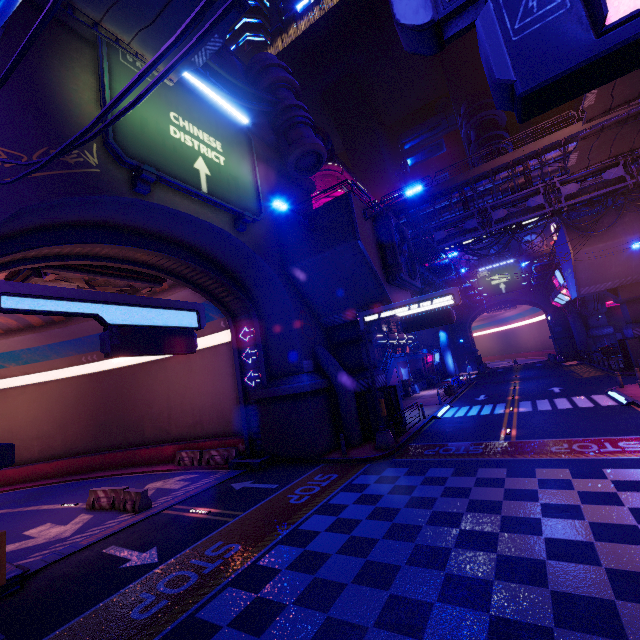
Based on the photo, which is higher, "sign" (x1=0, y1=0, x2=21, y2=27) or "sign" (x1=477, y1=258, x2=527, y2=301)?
"sign" (x1=477, y1=258, x2=527, y2=301)

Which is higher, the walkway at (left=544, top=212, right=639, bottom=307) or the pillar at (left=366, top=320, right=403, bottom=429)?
the walkway at (left=544, top=212, right=639, bottom=307)

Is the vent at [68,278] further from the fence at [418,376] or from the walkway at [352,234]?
the fence at [418,376]

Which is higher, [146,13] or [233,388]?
[146,13]

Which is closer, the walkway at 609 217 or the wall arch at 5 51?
the wall arch at 5 51

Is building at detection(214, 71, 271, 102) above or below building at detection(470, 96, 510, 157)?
below

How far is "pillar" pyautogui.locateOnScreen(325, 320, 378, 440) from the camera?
18.9 meters

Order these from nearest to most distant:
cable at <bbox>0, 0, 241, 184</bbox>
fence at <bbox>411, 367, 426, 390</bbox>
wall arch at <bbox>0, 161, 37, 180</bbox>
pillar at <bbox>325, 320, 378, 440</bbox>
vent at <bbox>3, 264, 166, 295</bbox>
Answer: cable at <bbox>0, 0, 241, 184</bbox>
wall arch at <bbox>0, 161, 37, 180</bbox>
vent at <bbox>3, 264, 166, 295</bbox>
pillar at <bbox>325, 320, 378, 440</bbox>
fence at <bbox>411, 367, 426, 390</bbox>
